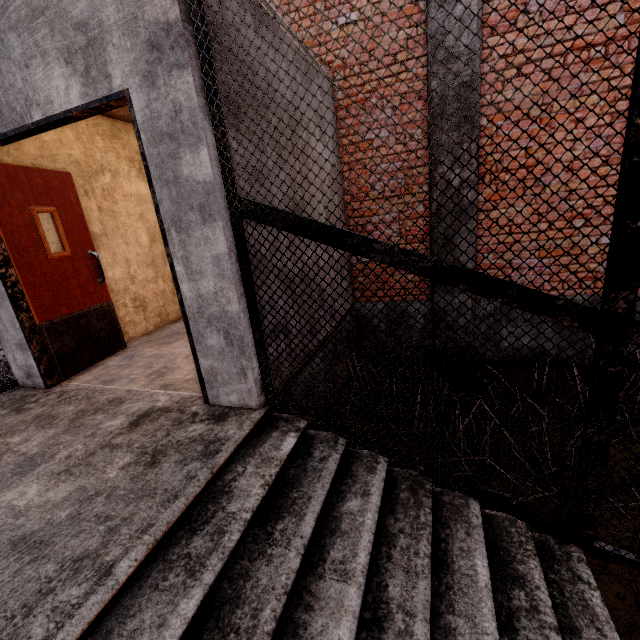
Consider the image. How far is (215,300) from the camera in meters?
2.3 m
